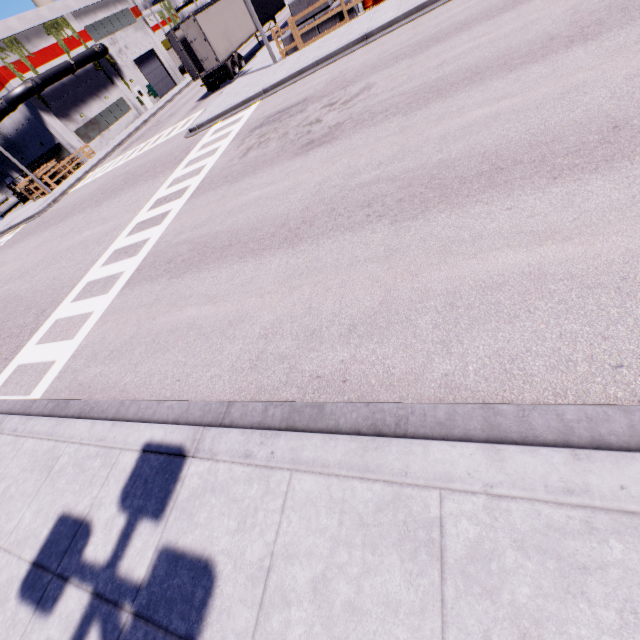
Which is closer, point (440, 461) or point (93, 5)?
point (440, 461)

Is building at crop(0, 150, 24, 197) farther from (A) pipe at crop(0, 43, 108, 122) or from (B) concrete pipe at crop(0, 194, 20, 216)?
(B) concrete pipe at crop(0, 194, 20, 216)

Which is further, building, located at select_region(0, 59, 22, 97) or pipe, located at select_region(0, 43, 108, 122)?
pipe, located at select_region(0, 43, 108, 122)

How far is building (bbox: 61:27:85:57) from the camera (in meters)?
33.00

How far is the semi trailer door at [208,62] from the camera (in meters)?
20.28

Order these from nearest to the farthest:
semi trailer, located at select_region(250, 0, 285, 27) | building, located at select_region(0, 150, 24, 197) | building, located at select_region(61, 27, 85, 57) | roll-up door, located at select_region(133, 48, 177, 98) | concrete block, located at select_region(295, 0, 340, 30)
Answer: concrete block, located at select_region(295, 0, 340, 30)
semi trailer, located at select_region(250, 0, 285, 27)
building, located at select_region(61, 27, 85, 57)
building, located at select_region(0, 150, 24, 197)
roll-up door, located at select_region(133, 48, 177, 98)

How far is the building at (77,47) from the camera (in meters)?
33.00

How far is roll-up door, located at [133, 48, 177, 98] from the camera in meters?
41.1
